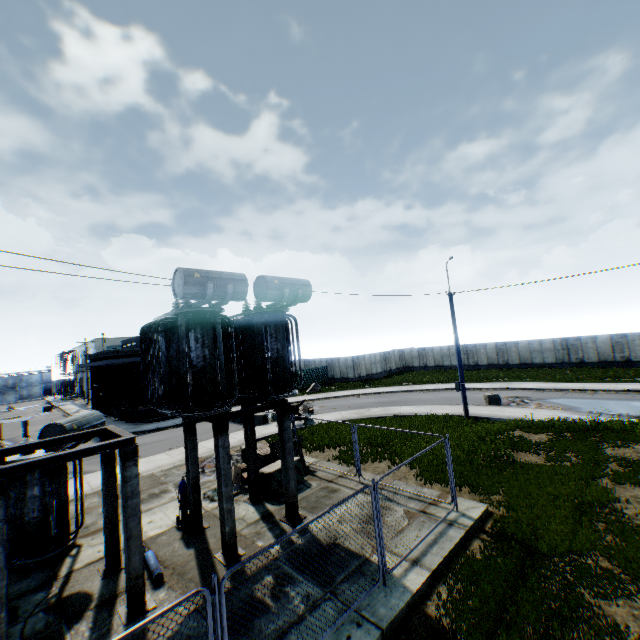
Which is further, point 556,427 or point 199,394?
point 556,427

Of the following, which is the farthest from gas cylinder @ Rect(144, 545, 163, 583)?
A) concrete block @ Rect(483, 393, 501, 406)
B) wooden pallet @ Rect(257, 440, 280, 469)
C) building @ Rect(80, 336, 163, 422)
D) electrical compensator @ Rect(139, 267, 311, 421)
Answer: building @ Rect(80, 336, 163, 422)

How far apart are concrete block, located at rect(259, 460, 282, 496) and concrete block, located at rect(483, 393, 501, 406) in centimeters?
1555cm

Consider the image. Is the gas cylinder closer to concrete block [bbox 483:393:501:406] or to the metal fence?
the metal fence

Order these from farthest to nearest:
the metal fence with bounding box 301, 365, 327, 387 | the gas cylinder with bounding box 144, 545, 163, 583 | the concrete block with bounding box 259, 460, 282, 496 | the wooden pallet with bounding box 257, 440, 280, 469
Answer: the metal fence with bounding box 301, 365, 327, 387
the wooden pallet with bounding box 257, 440, 280, 469
the concrete block with bounding box 259, 460, 282, 496
the gas cylinder with bounding box 144, 545, 163, 583

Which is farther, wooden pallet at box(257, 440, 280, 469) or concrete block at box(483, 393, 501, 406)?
concrete block at box(483, 393, 501, 406)

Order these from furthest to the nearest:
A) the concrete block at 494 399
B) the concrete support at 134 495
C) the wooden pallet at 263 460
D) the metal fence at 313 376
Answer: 1. the metal fence at 313 376
2. the concrete block at 494 399
3. the wooden pallet at 263 460
4. the concrete support at 134 495

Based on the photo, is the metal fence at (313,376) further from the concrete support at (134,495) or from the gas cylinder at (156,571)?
the gas cylinder at (156,571)
